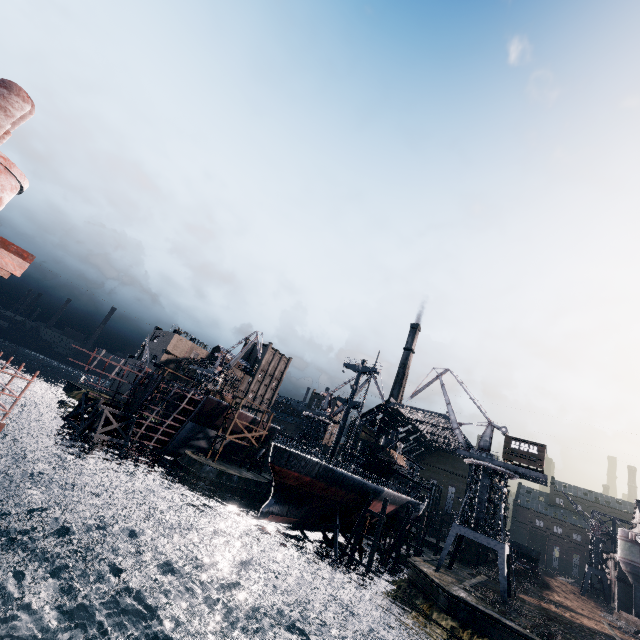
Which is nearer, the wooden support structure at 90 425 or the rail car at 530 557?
the wooden support structure at 90 425

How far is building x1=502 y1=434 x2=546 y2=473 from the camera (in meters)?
40.75

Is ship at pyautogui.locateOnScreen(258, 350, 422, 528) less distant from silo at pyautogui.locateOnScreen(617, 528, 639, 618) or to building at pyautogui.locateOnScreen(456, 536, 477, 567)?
silo at pyautogui.locateOnScreen(617, 528, 639, 618)

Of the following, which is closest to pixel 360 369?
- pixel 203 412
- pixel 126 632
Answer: pixel 203 412

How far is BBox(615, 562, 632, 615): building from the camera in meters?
57.1 m

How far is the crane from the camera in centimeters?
3891cm

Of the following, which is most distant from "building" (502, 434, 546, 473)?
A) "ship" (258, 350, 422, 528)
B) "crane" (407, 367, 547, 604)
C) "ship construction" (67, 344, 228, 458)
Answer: "ship construction" (67, 344, 228, 458)

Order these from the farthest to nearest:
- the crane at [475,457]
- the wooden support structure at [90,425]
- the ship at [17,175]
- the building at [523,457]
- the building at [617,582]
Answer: the building at [617,582], the wooden support structure at [90,425], the building at [523,457], the crane at [475,457], the ship at [17,175]
